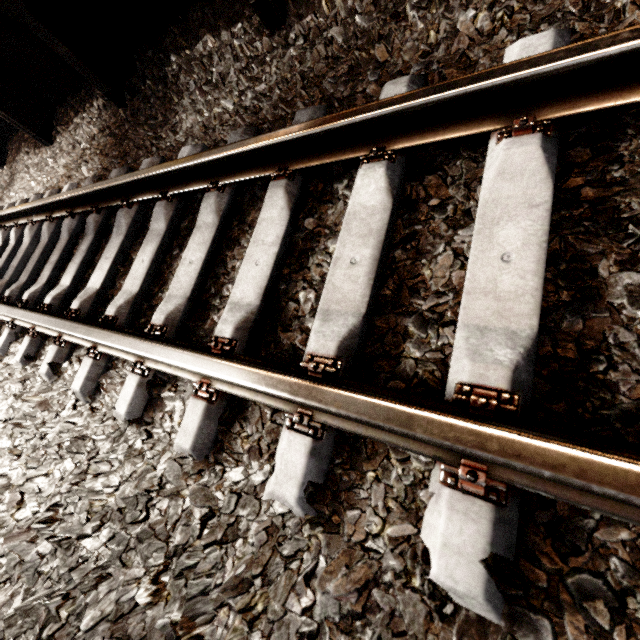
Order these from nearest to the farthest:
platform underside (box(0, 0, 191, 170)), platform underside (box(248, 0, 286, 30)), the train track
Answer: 1. the train track
2. platform underside (box(248, 0, 286, 30))
3. platform underside (box(0, 0, 191, 170))

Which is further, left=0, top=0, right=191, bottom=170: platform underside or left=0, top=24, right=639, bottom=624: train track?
left=0, top=0, right=191, bottom=170: platform underside

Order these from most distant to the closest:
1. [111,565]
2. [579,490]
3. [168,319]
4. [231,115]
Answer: [231,115]
[168,319]
[111,565]
[579,490]

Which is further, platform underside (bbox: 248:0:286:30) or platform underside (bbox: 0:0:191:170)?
platform underside (bbox: 0:0:191:170)

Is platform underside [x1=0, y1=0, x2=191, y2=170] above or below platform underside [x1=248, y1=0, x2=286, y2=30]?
above

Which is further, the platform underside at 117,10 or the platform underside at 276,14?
the platform underside at 117,10

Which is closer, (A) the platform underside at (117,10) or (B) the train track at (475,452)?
(B) the train track at (475,452)
